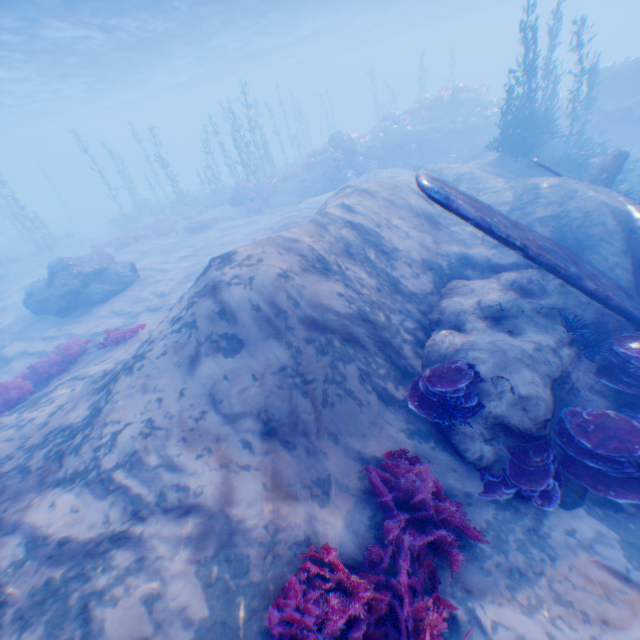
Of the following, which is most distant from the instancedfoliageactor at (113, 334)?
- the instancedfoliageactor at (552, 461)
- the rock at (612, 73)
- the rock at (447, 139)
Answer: the rock at (447, 139)

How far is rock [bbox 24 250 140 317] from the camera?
14.9m

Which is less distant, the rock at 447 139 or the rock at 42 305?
the rock at 42 305

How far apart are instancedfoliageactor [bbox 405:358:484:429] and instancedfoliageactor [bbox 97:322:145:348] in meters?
→ 9.2

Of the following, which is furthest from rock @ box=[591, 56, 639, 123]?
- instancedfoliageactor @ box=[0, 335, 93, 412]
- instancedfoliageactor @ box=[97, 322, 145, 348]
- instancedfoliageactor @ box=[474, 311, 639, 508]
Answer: instancedfoliageactor @ box=[97, 322, 145, 348]

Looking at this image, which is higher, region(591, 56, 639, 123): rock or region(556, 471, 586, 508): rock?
region(591, 56, 639, 123): rock

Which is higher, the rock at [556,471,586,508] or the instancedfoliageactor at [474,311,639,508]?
the instancedfoliageactor at [474,311,639,508]

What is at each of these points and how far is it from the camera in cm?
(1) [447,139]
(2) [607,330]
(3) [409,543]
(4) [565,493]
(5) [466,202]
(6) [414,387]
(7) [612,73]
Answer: (1) rock, 2456
(2) rock, 646
(3) instancedfoliageactor, 407
(4) rock, 511
(5) plane, 629
(6) instancedfoliageactor, 612
(7) rock, 1959
